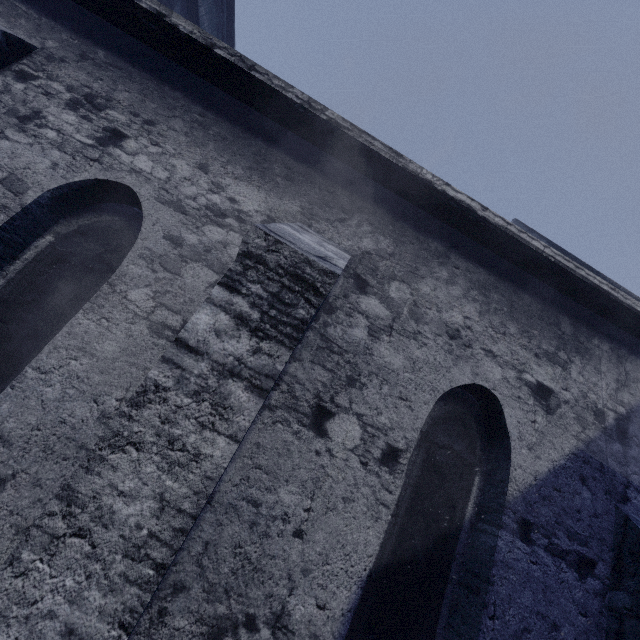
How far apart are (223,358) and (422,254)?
2.9 meters
